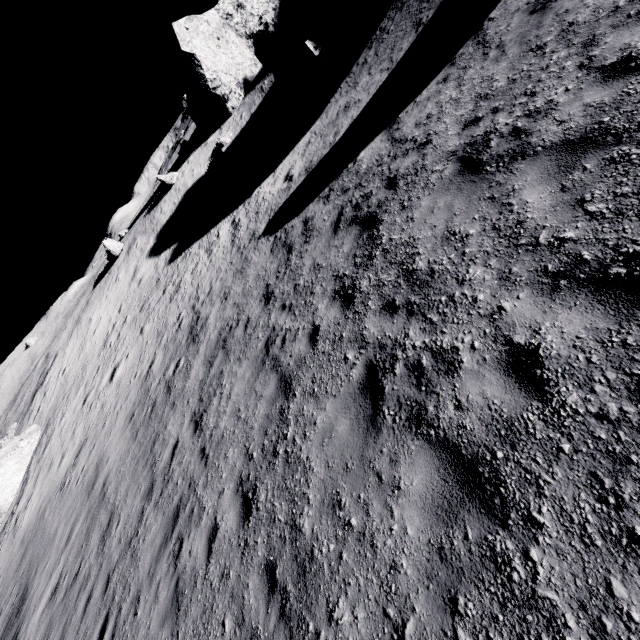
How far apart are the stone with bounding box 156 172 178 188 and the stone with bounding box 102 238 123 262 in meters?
7.3 m

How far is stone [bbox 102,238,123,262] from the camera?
32.12m

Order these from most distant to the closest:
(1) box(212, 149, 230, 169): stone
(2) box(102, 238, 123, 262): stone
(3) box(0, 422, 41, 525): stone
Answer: (2) box(102, 238, 123, 262): stone < (1) box(212, 149, 230, 169): stone < (3) box(0, 422, 41, 525): stone

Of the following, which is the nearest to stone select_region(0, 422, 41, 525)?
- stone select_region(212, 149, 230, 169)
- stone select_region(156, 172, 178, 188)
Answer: stone select_region(156, 172, 178, 188)

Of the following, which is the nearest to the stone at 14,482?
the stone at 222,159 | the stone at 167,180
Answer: the stone at 167,180

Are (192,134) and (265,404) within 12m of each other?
no
